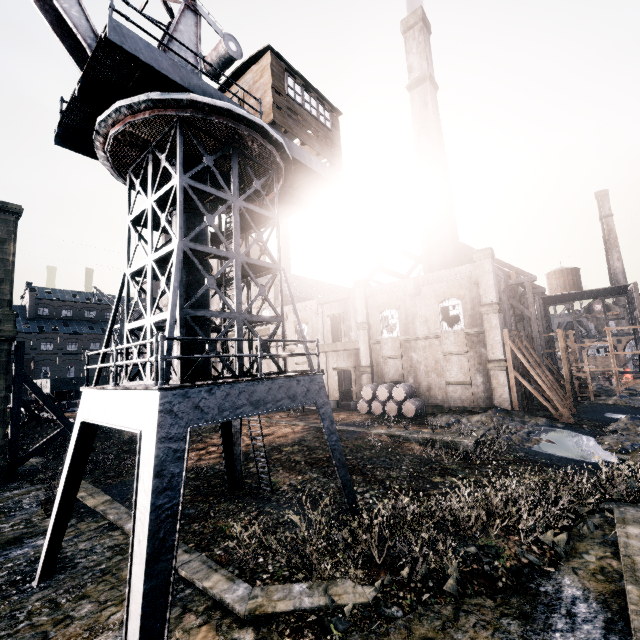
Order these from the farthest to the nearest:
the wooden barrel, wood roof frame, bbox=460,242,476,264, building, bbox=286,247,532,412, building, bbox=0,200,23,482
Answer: wood roof frame, bbox=460,242,476,264 < the wooden barrel < building, bbox=286,247,532,412 < building, bbox=0,200,23,482

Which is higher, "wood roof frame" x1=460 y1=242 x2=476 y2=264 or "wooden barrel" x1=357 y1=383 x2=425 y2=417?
"wood roof frame" x1=460 y1=242 x2=476 y2=264

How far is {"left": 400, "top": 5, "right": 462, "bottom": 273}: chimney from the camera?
33.03m

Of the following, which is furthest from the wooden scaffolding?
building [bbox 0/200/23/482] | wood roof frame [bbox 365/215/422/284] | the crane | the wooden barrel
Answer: the crane

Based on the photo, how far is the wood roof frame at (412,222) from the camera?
40.31m

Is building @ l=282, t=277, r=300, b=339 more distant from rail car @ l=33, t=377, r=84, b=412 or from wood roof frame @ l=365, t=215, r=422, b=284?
rail car @ l=33, t=377, r=84, b=412

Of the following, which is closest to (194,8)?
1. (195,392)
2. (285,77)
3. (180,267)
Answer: (285,77)
